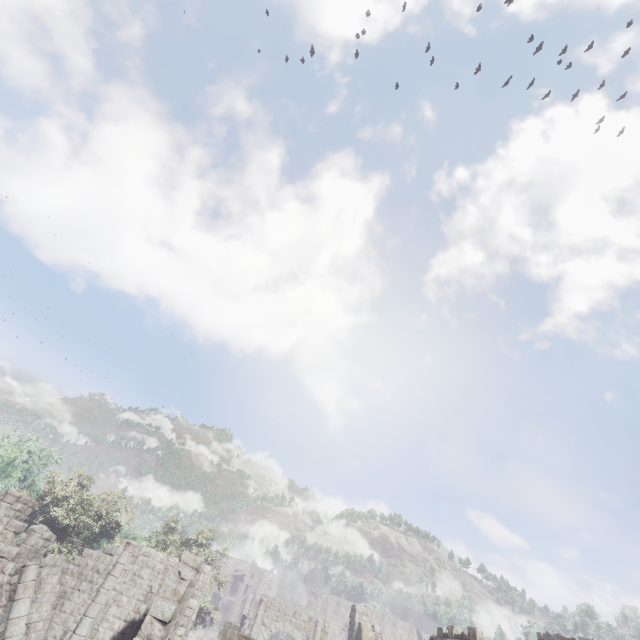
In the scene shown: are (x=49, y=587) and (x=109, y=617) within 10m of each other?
yes

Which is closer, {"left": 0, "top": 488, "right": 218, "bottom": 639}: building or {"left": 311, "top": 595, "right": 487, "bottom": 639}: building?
{"left": 0, "top": 488, "right": 218, "bottom": 639}: building

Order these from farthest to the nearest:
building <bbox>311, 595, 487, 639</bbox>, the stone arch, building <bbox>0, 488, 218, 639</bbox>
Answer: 1. the stone arch
2. building <bbox>311, 595, 487, 639</bbox>
3. building <bbox>0, 488, 218, 639</bbox>

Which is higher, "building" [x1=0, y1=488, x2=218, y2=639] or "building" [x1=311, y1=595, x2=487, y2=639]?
"building" [x1=311, y1=595, x2=487, y2=639]

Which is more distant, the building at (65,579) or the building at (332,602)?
the building at (332,602)

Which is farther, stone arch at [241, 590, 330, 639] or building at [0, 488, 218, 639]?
stone arch at [241, 590, 330, 639]

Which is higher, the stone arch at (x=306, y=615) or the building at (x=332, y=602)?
the building at (x=332, y=602)

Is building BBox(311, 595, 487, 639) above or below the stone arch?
above
